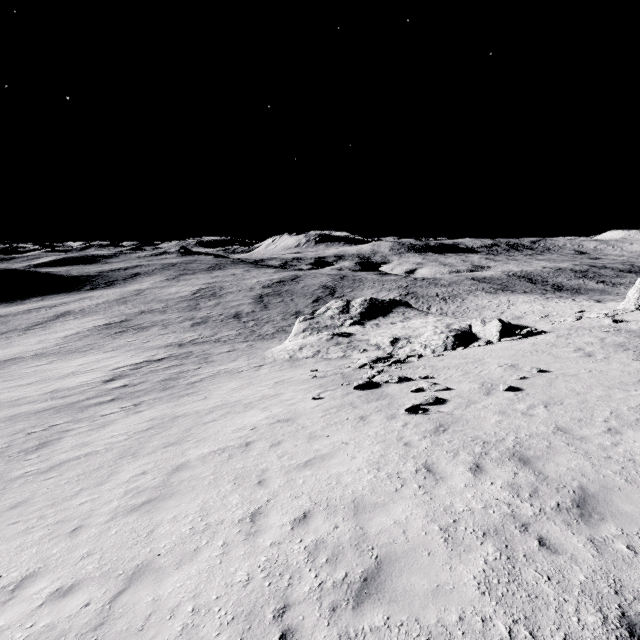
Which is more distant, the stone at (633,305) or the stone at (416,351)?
the stone at (633,305)

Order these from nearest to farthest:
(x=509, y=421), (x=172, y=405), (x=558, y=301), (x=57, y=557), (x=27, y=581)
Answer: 1. (x=27, y=581)
2. (x=57, y=557)
3. (x=509, y=421)
4. (x=172, y=405)
5. (x=558, y=301)

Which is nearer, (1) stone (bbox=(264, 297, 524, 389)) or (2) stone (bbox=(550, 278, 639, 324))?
(1) stone (bbox=(264, 297, 524, 389))

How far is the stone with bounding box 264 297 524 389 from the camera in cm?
2533

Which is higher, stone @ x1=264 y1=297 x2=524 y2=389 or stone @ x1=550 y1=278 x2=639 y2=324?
stone @ x1=550 y1=278 x2=639 y2=324

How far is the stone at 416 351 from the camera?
25.3 meters
